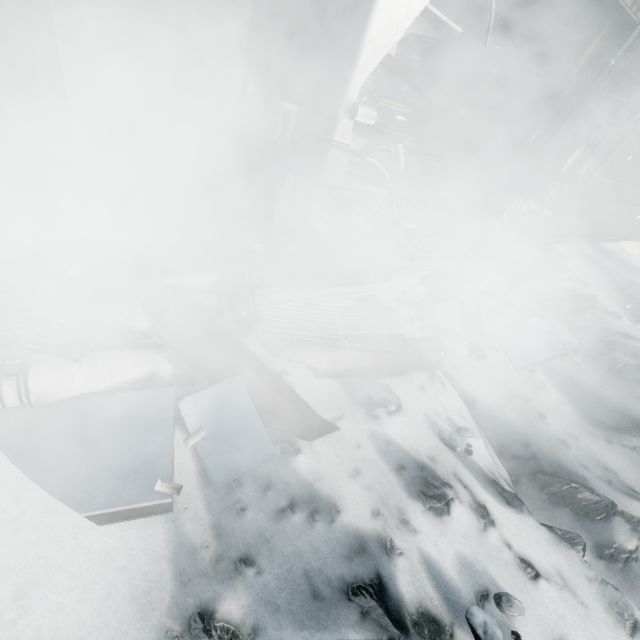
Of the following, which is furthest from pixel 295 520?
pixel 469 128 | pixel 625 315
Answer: pixel 469 128

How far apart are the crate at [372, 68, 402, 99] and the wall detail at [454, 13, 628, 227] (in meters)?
7.17

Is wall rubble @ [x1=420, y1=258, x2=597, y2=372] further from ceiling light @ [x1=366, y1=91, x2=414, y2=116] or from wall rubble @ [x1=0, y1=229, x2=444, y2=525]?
ceiling light @ [x1=366, y1=91, x2=414, y2=116]

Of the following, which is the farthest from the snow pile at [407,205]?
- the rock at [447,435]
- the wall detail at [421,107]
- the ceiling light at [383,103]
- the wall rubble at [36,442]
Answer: the wall detail at [421,107]

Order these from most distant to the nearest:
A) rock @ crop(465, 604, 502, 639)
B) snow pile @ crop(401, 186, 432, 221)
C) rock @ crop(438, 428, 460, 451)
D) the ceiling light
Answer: the ceiling light < snow pile @ crop(401, 186, 432, 221) < rock @ crop(438, 428, 460, 451) < rock @ crop(465, 604, 502, 639)

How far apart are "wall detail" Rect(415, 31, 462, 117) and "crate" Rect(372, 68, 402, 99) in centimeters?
133cm

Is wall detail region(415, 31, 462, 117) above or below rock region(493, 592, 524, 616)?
above

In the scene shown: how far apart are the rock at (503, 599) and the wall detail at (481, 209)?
5.0 meters
